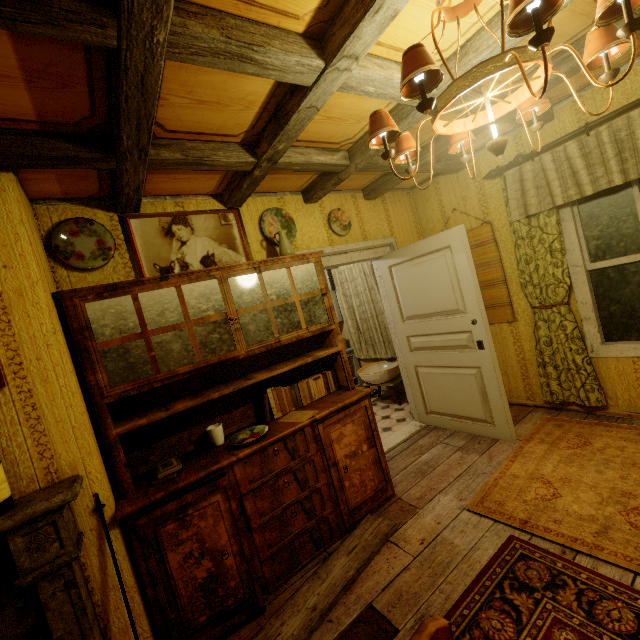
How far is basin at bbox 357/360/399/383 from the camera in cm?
476

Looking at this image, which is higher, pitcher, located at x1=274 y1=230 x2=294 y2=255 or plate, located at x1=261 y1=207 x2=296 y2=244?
plate, located at x1=261 y1=207 x2=296 y2=244

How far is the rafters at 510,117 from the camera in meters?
2.5

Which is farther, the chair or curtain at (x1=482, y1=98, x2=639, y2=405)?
curtain at (x1=482, y1=98, x2=639, y2=405)

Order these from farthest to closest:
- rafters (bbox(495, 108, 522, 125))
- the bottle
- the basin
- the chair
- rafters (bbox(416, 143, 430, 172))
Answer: the basin → rafters (bbox(416, 143, 430, 172)) → rafters (bbox(495, 108, 522, 125)) → the bottle → the chair

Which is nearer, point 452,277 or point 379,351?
point 452,277

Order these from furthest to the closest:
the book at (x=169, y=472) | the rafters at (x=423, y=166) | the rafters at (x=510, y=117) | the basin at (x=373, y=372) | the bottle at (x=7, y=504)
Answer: the basin at (x=373, y=372)
the rafters at (x=423, y=166)
the rafters at (x=510, y=117)
the book at (x=169, y=472)
the bottle at (x=7, y=504)

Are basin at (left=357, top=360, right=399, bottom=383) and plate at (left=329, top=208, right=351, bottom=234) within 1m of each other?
no
